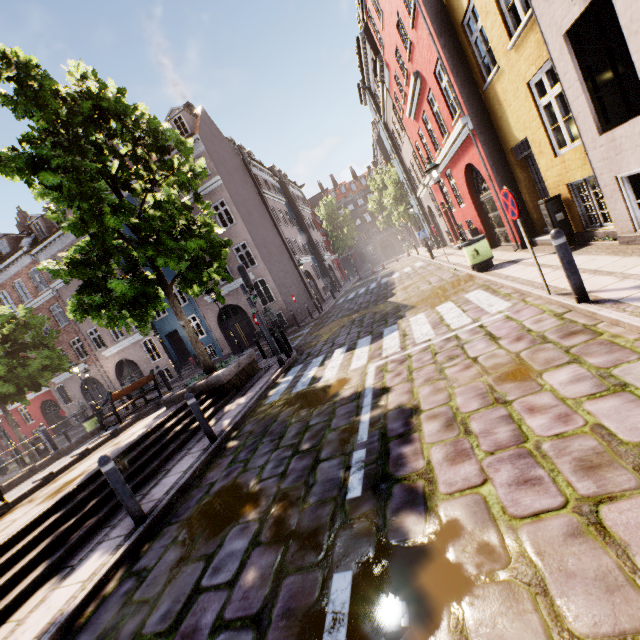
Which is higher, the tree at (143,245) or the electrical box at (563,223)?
the tree at (143,245)

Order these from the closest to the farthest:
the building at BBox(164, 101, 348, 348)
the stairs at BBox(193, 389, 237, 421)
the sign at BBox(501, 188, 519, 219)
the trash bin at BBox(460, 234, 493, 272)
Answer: the sign at BBox(501, 188, 519, 219), the stairs at BBox(193, 389, 237, 421), the trash bin at BBox(460, 234, 493, 272), the building at BBox(164, 101, 348, 348)

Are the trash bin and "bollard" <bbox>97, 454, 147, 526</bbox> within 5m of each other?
no

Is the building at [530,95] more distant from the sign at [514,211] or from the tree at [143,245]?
the sign at [514,211]

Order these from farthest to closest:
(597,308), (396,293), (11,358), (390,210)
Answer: (390,210) < (11,358) < (396,293) < (597,308)

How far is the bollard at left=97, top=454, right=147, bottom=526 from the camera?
4.4 meters

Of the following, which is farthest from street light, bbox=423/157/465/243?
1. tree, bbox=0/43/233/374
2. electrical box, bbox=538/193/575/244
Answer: tree, bbox=0/43/233/374

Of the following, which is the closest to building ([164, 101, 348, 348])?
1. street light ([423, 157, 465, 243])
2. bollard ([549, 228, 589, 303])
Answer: street light ([423, 157, 465, 243])
